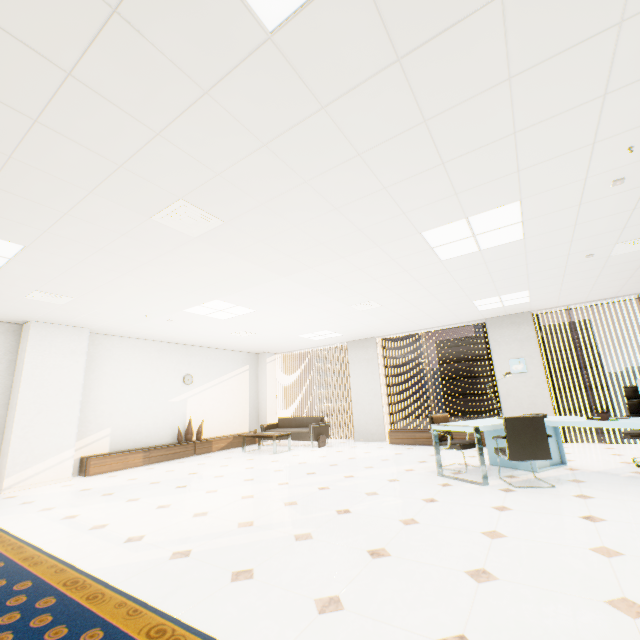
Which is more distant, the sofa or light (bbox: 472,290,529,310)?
the sofa

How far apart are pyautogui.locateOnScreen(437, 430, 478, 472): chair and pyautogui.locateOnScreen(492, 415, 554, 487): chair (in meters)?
0.57

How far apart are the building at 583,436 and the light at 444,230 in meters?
61.3 m

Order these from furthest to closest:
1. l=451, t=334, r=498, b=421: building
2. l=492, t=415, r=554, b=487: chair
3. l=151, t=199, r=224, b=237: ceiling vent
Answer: l=451, t=334, r=498, b=421: building < l=492, t=415, r=554, b=487: chair < l=151, t=199, r=224, b=237: ceiling vent

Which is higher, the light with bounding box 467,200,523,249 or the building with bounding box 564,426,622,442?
the light with bounding box 467,200,523,249

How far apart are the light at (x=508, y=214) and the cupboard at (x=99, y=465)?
7.46m

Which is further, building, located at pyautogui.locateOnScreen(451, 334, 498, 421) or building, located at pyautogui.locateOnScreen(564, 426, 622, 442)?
building, located at pyautogui.locateOnScreen(451, 334, 498, 421)

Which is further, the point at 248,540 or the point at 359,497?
the point at 359,497
